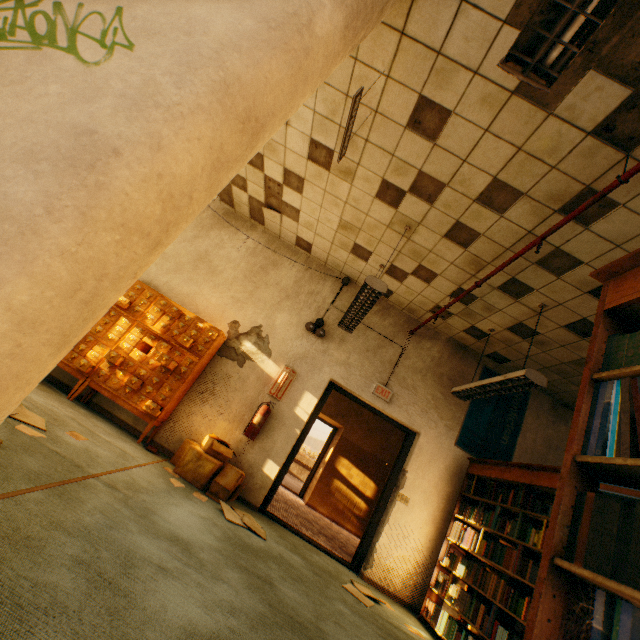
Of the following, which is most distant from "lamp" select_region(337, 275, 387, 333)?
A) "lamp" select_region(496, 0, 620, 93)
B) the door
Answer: "lamp" select_region(496, 0, 620, 93)

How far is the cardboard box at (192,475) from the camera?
3.9m

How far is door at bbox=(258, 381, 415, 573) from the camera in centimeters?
464cm

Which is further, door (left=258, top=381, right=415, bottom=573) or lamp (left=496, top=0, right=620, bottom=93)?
door (left=258, top=381, right=415, bottom=573)

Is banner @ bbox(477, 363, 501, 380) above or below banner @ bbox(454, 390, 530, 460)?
above

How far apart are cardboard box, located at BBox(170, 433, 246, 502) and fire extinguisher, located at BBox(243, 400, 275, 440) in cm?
27

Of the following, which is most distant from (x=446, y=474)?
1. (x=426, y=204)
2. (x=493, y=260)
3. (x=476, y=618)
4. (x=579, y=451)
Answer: (x=579, y=451)

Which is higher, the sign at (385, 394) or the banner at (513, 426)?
the banner at (513, 426)
